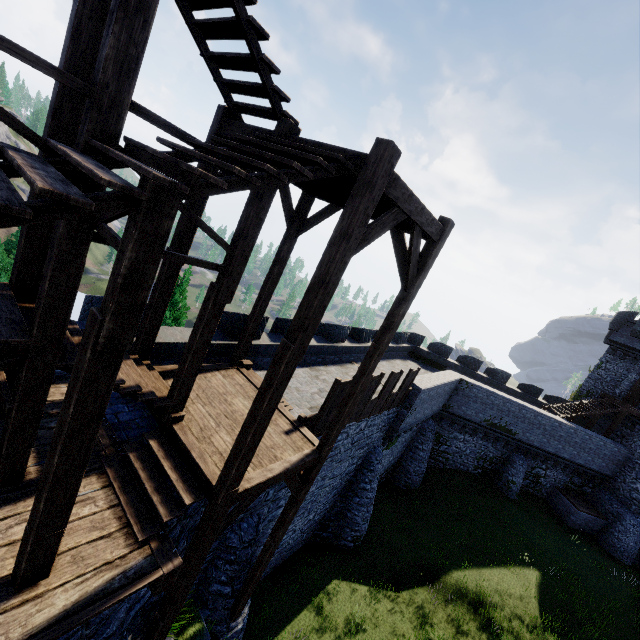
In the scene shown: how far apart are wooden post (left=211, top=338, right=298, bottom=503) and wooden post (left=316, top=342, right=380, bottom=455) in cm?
259

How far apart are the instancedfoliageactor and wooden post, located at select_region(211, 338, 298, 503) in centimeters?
1322cm

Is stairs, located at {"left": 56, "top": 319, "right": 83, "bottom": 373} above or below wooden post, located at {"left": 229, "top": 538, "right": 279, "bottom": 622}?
above

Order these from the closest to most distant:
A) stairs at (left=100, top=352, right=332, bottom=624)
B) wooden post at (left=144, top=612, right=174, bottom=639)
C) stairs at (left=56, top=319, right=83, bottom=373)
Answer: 1. stairs at (left=56, top=319, right=83, bottom=373)
2. stairs at (left=100, top=352, right=332, bottom=624)
3. wooden post at (left=144, top=612, right=174, bottom=639)

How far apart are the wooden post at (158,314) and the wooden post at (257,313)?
2.6 meters

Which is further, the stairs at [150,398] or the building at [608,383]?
the building at [608,383]

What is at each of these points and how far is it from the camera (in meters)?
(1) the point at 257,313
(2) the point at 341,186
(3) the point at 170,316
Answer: (1) wooden post, 9.44
(2) stairs, 5.52
(3) instancedfoliageactor, 17.11

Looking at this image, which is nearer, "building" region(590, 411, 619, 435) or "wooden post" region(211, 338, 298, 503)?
"wooden post" region(211, 338, 298, 503)
